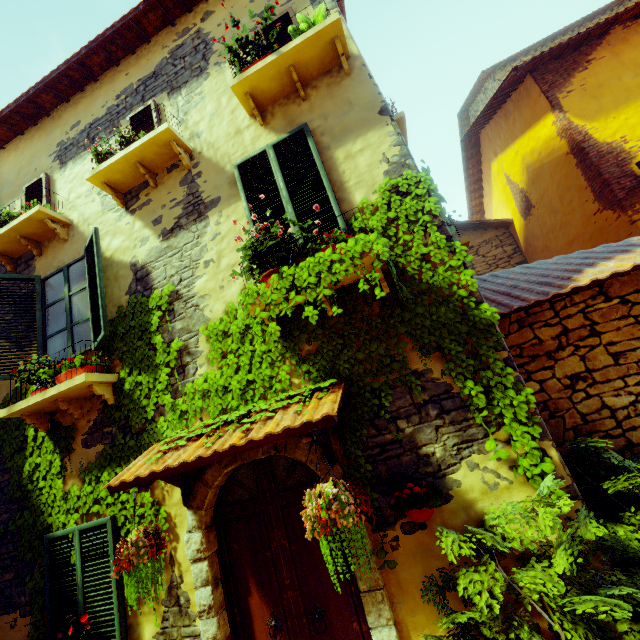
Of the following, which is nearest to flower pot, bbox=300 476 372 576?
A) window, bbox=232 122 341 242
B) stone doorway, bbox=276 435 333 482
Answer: stone doorway, bbox=276 435 333 482

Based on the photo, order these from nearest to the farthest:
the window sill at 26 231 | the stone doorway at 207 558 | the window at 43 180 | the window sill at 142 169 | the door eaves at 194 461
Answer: the door eaves at 194 461
the stone doorway at 207 558
the window sill at 142 169
the window sill at 26 231
the window at 43 180

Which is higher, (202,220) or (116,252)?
(116,252)

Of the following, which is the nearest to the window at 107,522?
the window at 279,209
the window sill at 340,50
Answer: the window at 279,209

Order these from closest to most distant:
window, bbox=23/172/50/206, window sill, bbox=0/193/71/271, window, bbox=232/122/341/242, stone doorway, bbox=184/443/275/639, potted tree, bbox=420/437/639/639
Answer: potted tree, bbox=420/437/639/639
stone doorway, bbox=184/443/275/639
window, bbox=232/122/341/242
window sill, bbox=0/193/71/271
window, bbox=23/172/50/206

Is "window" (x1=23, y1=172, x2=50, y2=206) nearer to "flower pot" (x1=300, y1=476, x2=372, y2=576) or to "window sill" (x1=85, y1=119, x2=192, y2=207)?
"window sill" (x1=85, y1=119, x2=192, y2=207)

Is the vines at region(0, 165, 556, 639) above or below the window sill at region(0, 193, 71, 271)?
below

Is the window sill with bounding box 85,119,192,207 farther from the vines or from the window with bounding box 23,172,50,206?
the vines
